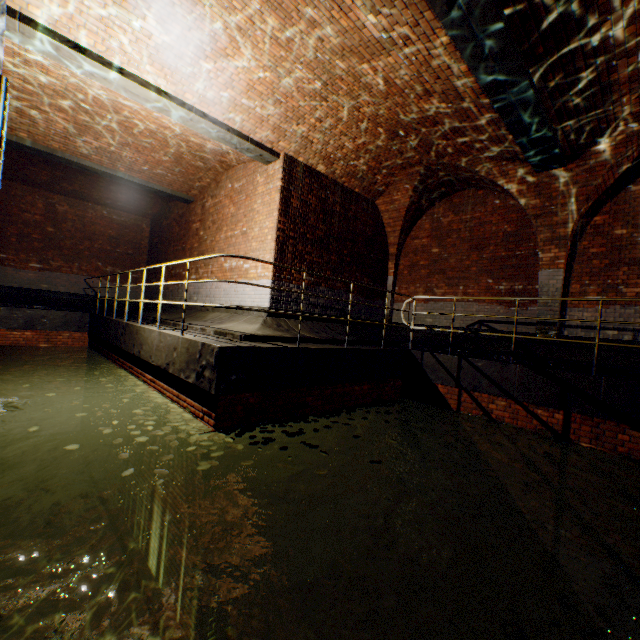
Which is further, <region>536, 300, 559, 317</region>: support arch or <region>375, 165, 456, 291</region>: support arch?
<region>375, 165, 456, 291</region>: support arch

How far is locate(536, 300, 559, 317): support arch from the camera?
7.6m

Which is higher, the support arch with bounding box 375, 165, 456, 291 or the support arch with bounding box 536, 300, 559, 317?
the support arch with bounding box 375, 165, 456, 291

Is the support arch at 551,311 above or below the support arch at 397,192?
below

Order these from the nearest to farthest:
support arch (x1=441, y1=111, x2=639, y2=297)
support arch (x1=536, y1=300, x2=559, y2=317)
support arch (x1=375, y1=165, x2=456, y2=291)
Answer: support arch (x1=441, y1=111, x2=639, y2=297) < support arch (x1=536, y1=300, x2=559, y2=317) < support arch (x1=375, y1=165, x2=456, y2=291)

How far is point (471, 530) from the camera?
6.6m

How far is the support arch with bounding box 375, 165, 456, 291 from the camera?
8.91m
